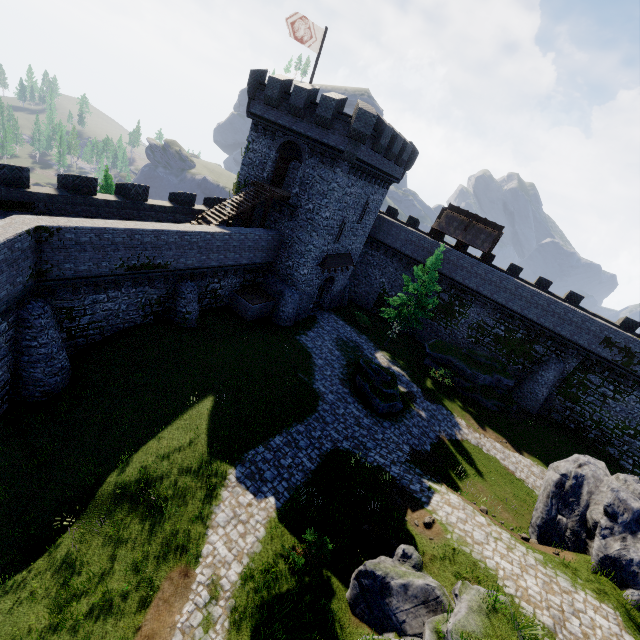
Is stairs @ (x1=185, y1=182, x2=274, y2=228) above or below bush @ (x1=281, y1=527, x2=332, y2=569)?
above

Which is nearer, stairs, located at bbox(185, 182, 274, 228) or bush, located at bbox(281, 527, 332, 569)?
bush, located at bbox(281, 527, 332, 569)

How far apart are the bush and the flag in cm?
2786

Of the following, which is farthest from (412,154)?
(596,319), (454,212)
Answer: (596,319)

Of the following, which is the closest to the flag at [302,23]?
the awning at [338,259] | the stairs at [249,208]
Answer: the stairs at [249,208]

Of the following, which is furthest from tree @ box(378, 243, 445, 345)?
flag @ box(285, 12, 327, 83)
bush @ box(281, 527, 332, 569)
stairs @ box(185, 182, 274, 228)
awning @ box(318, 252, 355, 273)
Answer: bush @ box(281, 527, 332, 569)

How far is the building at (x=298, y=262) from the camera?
22.4 meters

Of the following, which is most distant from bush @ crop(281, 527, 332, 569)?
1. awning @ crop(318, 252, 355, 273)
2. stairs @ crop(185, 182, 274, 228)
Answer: awning @ crop(318, 252, 355, 273)
